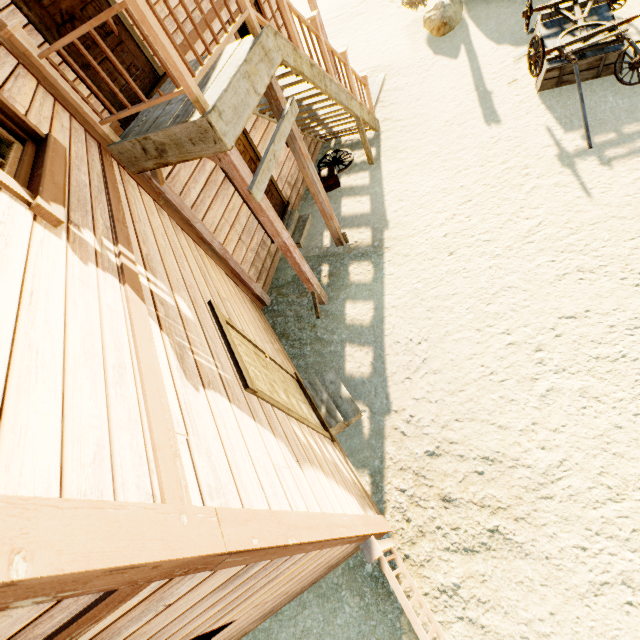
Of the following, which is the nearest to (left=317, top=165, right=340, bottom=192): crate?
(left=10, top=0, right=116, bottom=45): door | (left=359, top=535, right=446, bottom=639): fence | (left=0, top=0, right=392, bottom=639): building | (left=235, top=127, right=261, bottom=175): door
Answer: (left=0, top=0, right=392, bottom=639): building

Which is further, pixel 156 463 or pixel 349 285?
pixel 349 285

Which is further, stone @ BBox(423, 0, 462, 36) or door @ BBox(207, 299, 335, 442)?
stone @ BBox(423, 0, 462, 36)

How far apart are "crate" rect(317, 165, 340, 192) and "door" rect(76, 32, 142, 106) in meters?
3.7 m

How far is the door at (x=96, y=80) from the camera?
3.4m

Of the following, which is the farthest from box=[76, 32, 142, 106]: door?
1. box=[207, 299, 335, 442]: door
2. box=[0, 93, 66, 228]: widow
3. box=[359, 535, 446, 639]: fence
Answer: box=[359, 535, 446, 639]: fence

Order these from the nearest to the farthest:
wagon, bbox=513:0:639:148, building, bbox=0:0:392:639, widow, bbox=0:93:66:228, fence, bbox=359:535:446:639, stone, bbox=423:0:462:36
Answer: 1. building, bbox=0:0:392:639
2. widow, bbox=0:93:66:228
3. fence, bbox=359:535:446:639
4. wagon, bbox=513:0:639:148
5. stone, bbox=423:0:462:36

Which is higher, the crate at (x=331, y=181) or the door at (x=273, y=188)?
the door at (x=273, y=188)
